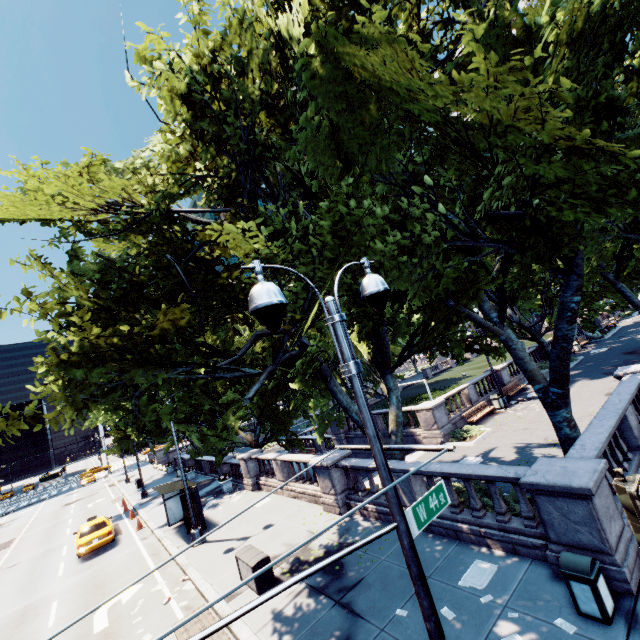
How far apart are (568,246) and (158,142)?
13.4 meters

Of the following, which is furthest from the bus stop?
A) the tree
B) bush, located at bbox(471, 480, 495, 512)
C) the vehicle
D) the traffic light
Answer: the traffic light

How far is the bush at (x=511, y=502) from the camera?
9.32m

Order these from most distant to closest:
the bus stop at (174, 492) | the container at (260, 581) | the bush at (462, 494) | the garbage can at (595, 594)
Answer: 1. the bus stop at (174, 492)
2. the bush at (462, 494)
3. the container at (260, 581)
4. the garbage can at (595, 594)

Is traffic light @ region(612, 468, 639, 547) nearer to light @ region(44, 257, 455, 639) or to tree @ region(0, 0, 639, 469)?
light @ region(44, 257, 455, 639)

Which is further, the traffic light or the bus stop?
the bus stop

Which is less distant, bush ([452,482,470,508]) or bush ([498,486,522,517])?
bush ([498,486,522,517])

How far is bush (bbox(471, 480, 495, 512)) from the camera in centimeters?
1015cm
